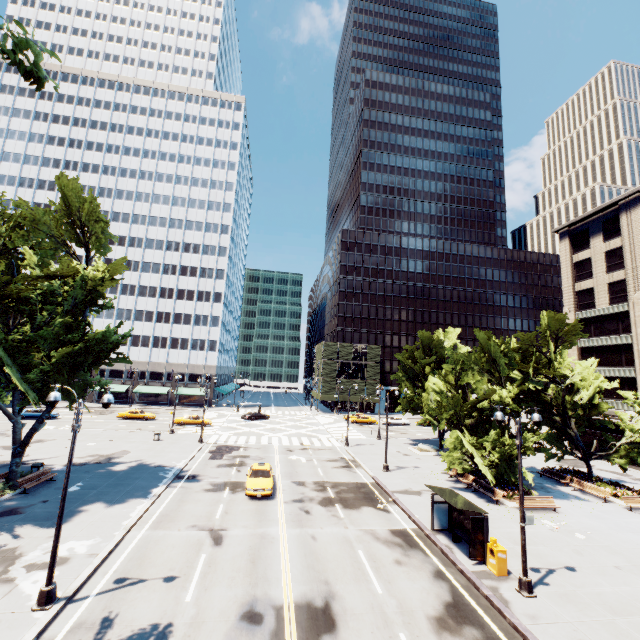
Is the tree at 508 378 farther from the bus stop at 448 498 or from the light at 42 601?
the bus stop at 448 498

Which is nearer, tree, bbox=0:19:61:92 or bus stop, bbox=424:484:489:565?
tree, bbox=0:19:61:92

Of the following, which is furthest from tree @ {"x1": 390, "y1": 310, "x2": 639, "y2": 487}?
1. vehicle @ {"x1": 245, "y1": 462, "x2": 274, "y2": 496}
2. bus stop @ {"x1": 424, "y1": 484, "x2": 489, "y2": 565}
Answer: vehicle @ {"x1": 245, "y1": 462, "x2": 274, "y2": 496}

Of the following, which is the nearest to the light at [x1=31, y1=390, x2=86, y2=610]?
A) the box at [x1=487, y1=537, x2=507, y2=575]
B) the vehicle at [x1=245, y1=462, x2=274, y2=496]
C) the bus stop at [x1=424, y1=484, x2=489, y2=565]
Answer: the box at [x1=487, y1=537, x2=507, y2=575]

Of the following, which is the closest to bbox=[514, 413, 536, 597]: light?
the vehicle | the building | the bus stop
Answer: the bus stop

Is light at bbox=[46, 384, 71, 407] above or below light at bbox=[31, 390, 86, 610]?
above

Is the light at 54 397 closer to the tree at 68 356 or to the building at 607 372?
the tree at 68 356

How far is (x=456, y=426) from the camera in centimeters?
2694cm
